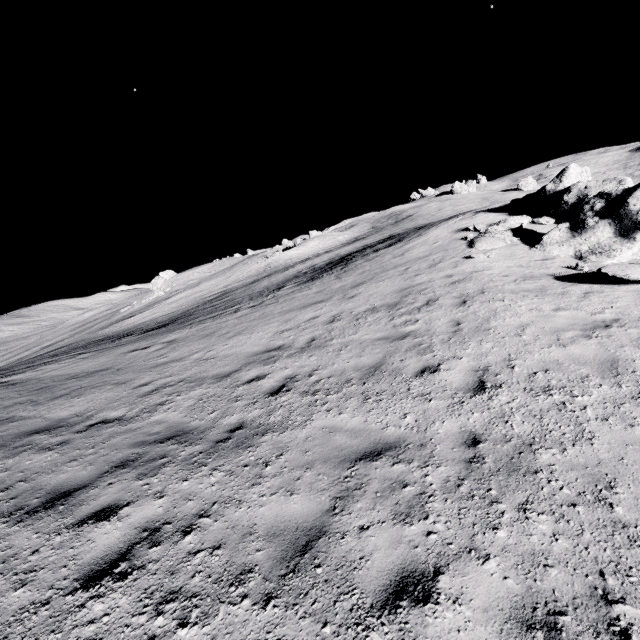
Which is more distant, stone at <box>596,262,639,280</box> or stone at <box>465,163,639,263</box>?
stone at <box>465,163,639,263</box>

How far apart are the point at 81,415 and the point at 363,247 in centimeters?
2575cm

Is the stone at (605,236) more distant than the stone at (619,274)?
Yes
